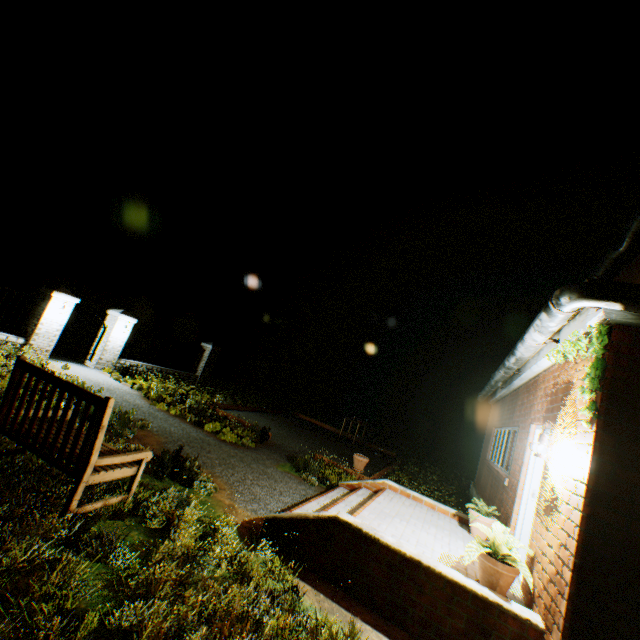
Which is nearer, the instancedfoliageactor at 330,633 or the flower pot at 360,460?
the instancedfoliageactor at 330,633

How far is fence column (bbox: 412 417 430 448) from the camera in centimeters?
2267cm

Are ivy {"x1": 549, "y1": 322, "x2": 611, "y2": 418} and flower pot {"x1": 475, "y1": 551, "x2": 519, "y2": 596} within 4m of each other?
yes

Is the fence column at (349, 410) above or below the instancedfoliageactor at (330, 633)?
above

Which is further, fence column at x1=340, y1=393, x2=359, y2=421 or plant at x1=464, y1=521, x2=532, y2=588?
fence column at x1=340, y1=393, x2=359, y2=421

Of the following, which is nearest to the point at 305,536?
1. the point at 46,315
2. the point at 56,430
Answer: the point at 56,430

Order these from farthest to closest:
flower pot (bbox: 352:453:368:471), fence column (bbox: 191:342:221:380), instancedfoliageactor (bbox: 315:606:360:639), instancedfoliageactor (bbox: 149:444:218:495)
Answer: fence column (bbox: 191:342:221:380) → flower pot (bbox: 352:453:368:471) → instancedfoliageactor (bbox: 149:444:218:495) → instancedfoliageactor (bbox: 315:606:360:639)

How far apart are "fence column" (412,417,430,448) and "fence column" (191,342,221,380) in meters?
14.7 m
